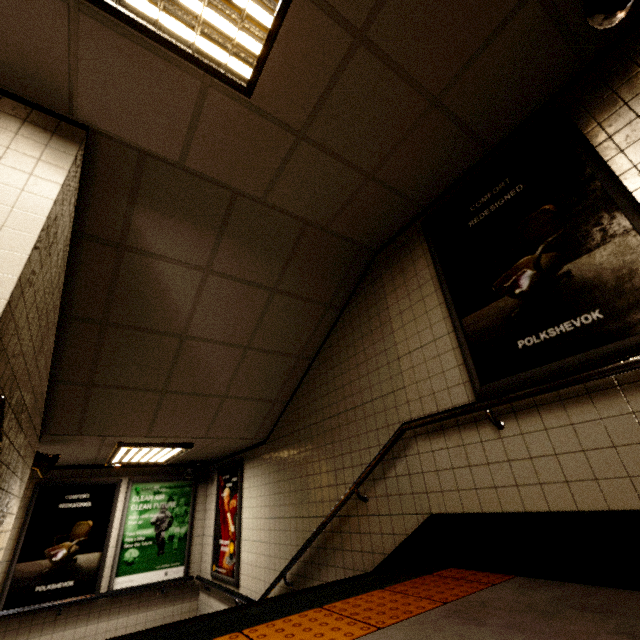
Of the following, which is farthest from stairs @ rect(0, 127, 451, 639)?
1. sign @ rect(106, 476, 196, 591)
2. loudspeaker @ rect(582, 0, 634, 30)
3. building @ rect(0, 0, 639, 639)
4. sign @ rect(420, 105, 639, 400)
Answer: sign @ rect(106, 476, 196, 591)

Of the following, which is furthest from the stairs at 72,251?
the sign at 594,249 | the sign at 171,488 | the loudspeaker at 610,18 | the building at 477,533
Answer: the sign at 171,488

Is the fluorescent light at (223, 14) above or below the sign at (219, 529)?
above

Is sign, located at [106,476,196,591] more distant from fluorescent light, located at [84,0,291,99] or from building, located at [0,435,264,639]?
fluorescent light, located at [84,0,291,99]

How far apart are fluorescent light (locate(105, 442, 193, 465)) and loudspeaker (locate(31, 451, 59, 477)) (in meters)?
0.61

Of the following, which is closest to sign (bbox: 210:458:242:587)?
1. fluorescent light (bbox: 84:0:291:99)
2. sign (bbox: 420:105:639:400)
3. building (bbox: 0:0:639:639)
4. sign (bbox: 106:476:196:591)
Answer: sign (bbox: 106:476:196:591)

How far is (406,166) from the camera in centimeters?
281cm

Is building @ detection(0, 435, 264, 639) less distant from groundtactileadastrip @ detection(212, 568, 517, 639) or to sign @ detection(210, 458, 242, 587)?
sign @ detection(210, 458, 242, 587)
